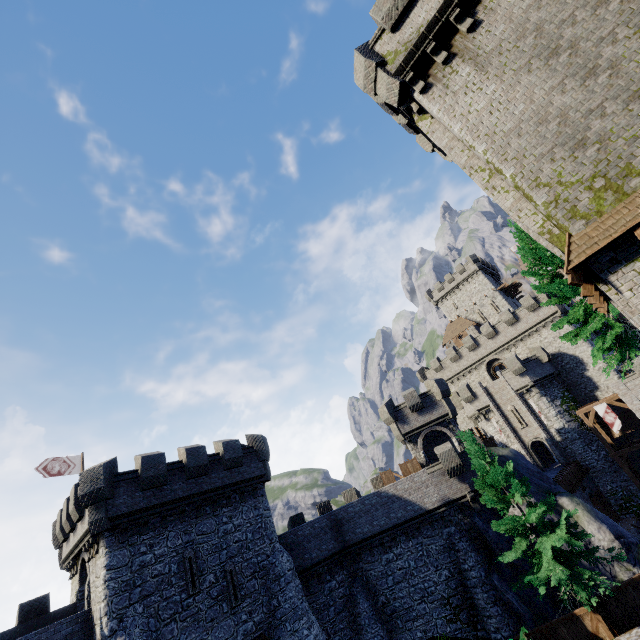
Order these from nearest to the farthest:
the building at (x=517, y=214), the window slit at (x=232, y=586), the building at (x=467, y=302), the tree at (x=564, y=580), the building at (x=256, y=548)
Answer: the building at (x=517, y=214) < the tree at (x=564, y=580) < the building at (x=256, y=548) < the window slit at (x=232, y=586) < the building at (x=467, y=302)

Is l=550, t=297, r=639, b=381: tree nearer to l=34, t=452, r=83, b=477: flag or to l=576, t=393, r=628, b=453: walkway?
l=576, t=393, r=628, b=453: walkway

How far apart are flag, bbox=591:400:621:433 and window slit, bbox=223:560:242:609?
34.65m

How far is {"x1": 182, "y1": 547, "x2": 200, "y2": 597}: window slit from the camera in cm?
1711

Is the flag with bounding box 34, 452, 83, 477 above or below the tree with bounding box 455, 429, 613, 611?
above

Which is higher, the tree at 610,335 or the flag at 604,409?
the tree at 610,335

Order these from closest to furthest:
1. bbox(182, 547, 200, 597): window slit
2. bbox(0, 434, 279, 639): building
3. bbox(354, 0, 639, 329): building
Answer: bbox(354, 0, 639, 329): building, bbox(0, 434, 279, 639): building, bbox(182, 547, 200, 597): window slit

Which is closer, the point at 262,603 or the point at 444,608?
the point at 262,603
